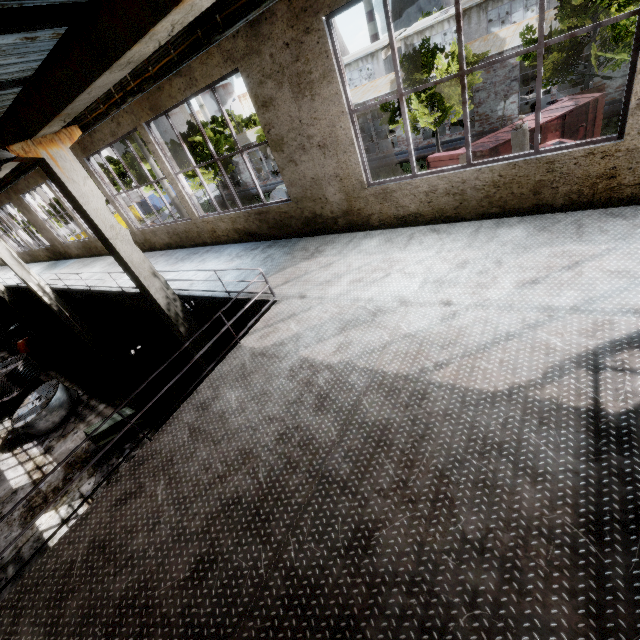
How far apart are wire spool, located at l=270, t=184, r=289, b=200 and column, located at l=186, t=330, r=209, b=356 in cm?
1924

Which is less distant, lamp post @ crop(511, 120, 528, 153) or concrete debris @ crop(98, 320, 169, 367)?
lamp post @ crop(511, 120, 528, 153)

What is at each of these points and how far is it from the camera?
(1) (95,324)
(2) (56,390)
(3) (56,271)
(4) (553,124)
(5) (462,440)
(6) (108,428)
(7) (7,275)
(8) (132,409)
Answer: (1) wire spool, 18.7m
(2) wire spool, 12.7m
(3) elevated walkway, 16.5m
(4) truck dump body, 12.8m
(5) elevated walkway, 2.8m
(6) cabinet, 10.4m
(7) elevated walkway, 22.0m
(8) cabinet, 11.2m

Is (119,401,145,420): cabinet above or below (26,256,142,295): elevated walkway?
below

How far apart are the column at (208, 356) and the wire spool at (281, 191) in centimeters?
1924cm

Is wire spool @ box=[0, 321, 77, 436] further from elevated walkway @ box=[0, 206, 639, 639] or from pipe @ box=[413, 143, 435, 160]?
pipe @ box=[413, 143, 435, 160]

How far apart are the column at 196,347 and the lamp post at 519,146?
9.5 meters

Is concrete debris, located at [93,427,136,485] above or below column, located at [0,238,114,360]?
below
